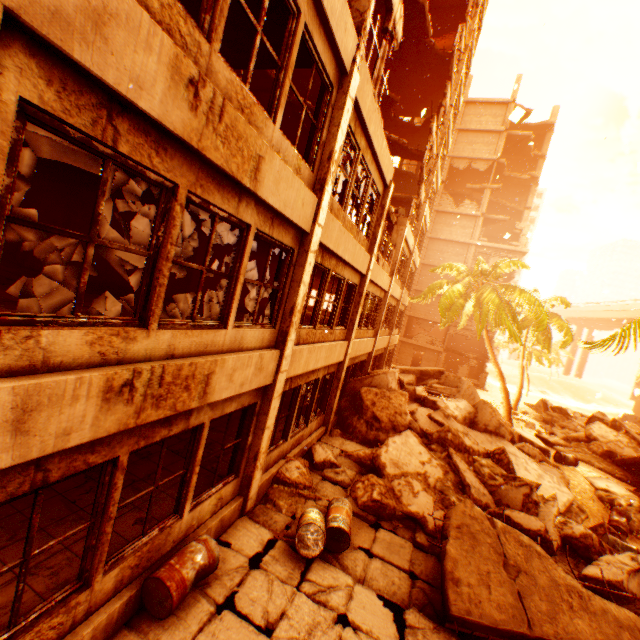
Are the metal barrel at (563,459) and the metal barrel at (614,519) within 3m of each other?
yes

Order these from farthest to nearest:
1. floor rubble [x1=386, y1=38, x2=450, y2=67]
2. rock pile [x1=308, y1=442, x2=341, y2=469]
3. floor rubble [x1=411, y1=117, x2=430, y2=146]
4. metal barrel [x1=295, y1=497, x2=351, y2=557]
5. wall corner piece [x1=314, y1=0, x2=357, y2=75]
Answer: floor rubble [x1=411, y1=117, x2=430, y2=146] → floor rubble [x1=386, y1=38, x2=450, y2=67] → rock pile [x1=308, y1=442, x2=341, y2=469] → metal barrel [x1=295, y1=497, x2=351, y2=557] → wall corner piece [x1=314, y1=0, x2=357, y2=75]

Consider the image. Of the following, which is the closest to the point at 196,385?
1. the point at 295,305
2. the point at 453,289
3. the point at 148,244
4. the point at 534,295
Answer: the point at 295,305

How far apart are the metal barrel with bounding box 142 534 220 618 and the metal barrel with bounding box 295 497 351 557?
1.32m

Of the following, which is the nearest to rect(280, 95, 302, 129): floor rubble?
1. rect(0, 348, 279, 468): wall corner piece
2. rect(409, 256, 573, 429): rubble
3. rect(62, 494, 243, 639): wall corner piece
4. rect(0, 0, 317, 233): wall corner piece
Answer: rect(0, 0, 317, 233): wall corner piece

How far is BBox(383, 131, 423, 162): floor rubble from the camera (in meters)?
19.00

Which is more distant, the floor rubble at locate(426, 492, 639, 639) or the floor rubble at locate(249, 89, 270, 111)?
the floor rubble at locate(249, 89, 270, 111)

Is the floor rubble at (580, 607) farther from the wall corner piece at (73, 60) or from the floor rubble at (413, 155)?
the floor rubble at (413, 155)
